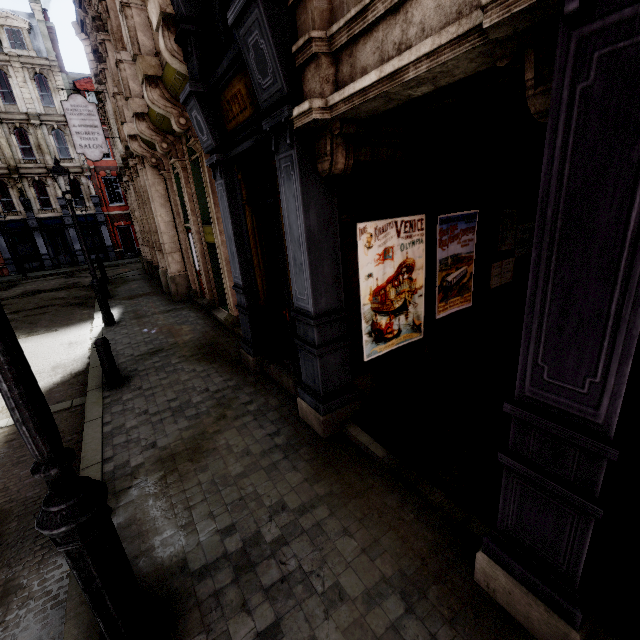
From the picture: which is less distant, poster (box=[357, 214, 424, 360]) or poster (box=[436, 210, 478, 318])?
poster (box=[357, 214, 424, 360])

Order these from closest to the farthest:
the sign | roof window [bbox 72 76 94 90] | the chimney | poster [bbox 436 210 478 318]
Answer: poster [bbox 436 210 478 318], the sign, the chimney, roof window [bbox 72 76 94 90]

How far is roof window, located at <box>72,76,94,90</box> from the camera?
28.06m

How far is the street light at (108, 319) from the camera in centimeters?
881cm

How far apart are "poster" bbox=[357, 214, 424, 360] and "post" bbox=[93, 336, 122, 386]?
4.9m

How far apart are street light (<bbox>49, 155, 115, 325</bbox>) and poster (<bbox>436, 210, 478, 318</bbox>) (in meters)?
9.86

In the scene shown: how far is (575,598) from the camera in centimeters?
193cm

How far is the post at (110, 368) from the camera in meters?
6.0 m
